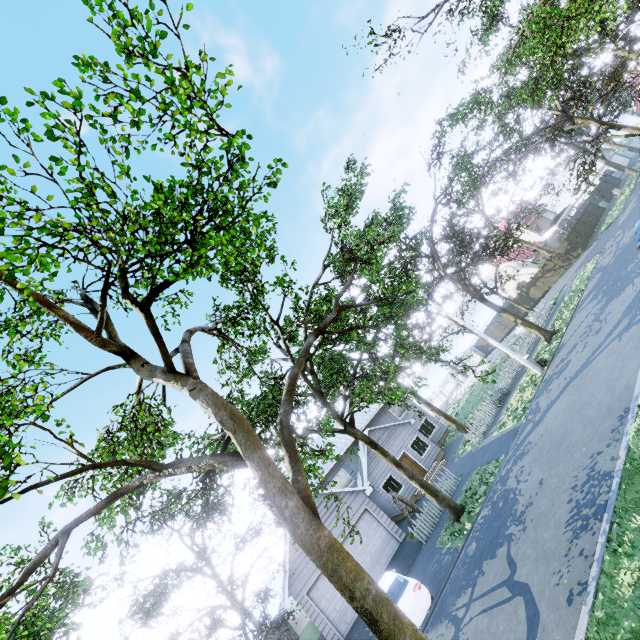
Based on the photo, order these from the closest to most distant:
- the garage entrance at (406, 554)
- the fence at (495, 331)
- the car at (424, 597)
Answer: the car at (424, 597), the garage entrance at (406, 554), the fence at (495, 331)

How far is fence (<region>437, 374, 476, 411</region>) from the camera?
39.4m

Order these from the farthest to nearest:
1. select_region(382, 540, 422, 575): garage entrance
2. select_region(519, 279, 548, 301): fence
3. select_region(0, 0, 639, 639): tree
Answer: select_region(519, 279, 548, 301): fence < select_region(382, 540, 422, 575): garage entrance < select_region(0, 0, 639, 639): tree

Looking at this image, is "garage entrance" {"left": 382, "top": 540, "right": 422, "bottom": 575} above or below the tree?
below

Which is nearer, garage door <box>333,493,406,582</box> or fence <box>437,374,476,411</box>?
Answer: garage door <box>333,493,406,582</box>

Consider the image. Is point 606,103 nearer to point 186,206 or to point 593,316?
point 593,316

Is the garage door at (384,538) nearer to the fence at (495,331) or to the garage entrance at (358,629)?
the garage entrance at (358,629)

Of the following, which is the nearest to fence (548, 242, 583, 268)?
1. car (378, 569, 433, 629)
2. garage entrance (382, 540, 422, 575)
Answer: garage entrance (382, 540, 422, 575)
